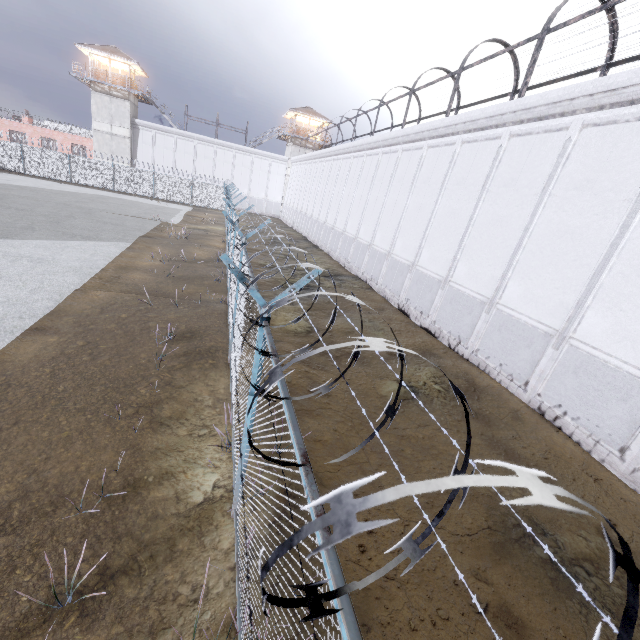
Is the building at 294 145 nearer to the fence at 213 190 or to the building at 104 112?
the fence at 213 190

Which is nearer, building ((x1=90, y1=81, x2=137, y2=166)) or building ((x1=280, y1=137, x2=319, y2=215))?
building ((x1=90, y1=81, x2=137, y2=166))

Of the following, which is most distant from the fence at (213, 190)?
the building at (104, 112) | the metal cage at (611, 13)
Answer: the metal cage at (611, 13)

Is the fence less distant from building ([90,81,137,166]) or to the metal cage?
building ([90,81,137,166])

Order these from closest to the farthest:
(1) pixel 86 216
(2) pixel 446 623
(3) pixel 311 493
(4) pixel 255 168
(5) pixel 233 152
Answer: (3) pixel 311 493
(2) pixel 446 623
(1) pixel 86 216
(5) pixel 233 152
(4) pixel 255 168

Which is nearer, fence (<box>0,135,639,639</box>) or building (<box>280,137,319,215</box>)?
fence (<box>0,135,639,639</box>)

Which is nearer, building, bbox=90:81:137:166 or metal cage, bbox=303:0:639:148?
metal cage, bbox=303:0:639:148

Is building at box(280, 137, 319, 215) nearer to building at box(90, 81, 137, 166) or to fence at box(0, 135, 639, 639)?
fence at box(0, 135, 639, 639)
